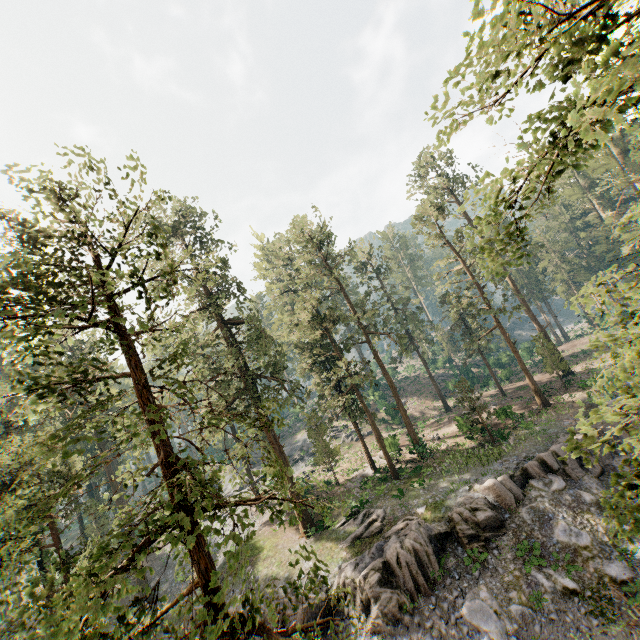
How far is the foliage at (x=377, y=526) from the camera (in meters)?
22.28

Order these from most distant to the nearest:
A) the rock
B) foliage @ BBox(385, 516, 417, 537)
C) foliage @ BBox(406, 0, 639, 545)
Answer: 1. foliage @ BBox(385, 516, 417, 537)
2. the rock
3. foliage @ BBox(406, 0, 639, 545)

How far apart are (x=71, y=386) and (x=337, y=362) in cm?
2215

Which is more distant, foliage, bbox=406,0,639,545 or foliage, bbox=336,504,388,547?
foliage, bbox=336,504,388,547

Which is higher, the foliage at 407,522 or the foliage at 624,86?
the foliage at 624,86

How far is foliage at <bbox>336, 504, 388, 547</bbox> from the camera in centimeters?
2228cm
